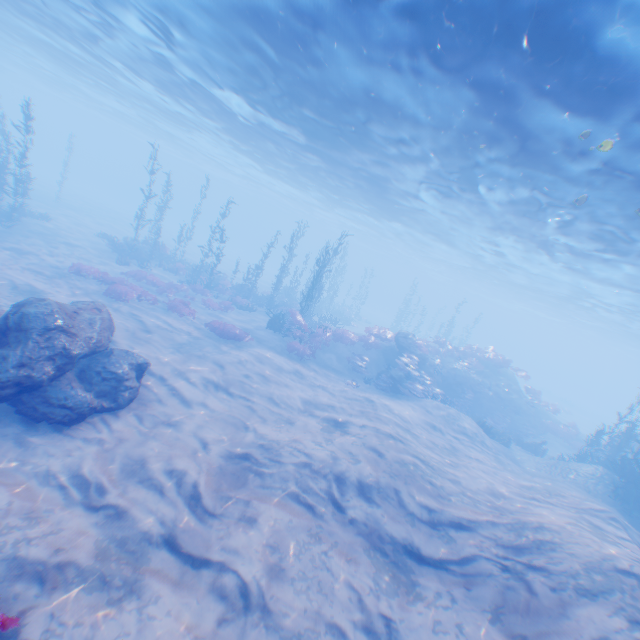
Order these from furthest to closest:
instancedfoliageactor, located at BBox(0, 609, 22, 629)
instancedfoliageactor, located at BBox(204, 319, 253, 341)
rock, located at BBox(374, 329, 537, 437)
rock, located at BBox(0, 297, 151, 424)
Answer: rock, located at BBox(374, 329, 537, 437) → instancedfoliageactor, located at BBox(204, 319, 253, 341) → rock, located at BBox(0, 297, 151, 424) → instancedfoliageactor, located at BBox(0, 609, 22, 629)

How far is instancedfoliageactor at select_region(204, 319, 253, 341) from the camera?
17.7m

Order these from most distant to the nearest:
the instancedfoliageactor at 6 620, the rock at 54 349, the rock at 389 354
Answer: the rock at 389 354 → the rock at 54 349 → the instancedfoliageactor at 6 620

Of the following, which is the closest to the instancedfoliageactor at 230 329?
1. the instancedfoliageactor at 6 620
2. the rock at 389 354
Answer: the rock at 389 354

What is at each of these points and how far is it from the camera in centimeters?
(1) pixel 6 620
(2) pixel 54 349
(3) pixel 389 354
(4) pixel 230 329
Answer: (1) instancedfoliageactor, 422cm
(2) rock, 799cm
(3) rock, 2347cm
(4) instancedfoliageactor, 1814cm

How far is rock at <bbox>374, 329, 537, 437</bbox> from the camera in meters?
21.6 m

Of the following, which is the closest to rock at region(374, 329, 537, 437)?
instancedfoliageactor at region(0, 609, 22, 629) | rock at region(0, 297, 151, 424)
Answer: rock at region(0, 297, 151, 424)

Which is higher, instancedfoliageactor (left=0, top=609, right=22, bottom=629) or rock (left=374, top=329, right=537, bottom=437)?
Answer: rock (left=374, top=329, right=537, bottom=437)
